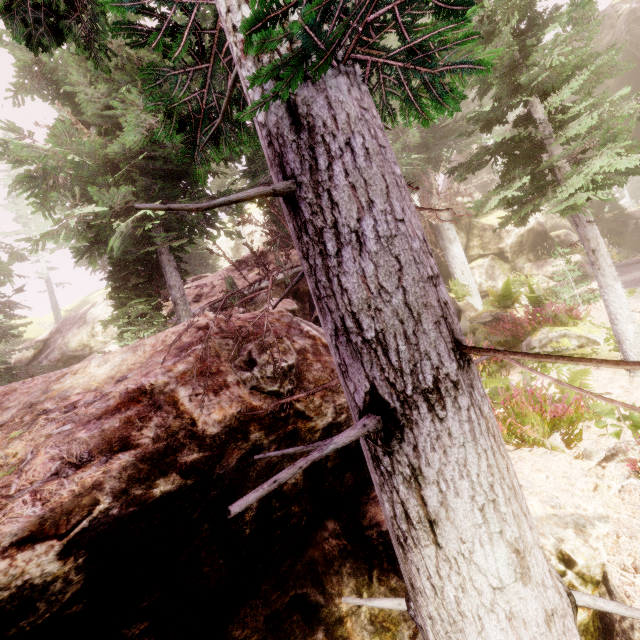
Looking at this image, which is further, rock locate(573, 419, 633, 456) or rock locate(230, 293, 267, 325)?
rock locate(230, 293, 267, 325)

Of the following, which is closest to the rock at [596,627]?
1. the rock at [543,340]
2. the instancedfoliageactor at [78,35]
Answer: the instancedfoliageactor at [78,35]

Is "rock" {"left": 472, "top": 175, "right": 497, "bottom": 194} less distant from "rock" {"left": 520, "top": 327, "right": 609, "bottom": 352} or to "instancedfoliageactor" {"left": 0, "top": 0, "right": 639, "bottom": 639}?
"instancedfoliageactor" {"left": 0, "top": 0, "right": 639, "bottom": 639}

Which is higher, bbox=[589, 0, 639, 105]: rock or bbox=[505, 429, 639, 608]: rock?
bbox=[589, 0, 639, 105]: rock

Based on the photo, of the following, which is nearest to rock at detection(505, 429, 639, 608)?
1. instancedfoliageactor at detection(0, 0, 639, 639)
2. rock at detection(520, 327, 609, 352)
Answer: instancedfoliageactor at detection(0, 0, 639, 639)

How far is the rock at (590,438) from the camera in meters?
4.3 m

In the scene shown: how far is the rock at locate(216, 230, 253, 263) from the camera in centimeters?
1902cm

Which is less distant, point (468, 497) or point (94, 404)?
point (468, 497)
